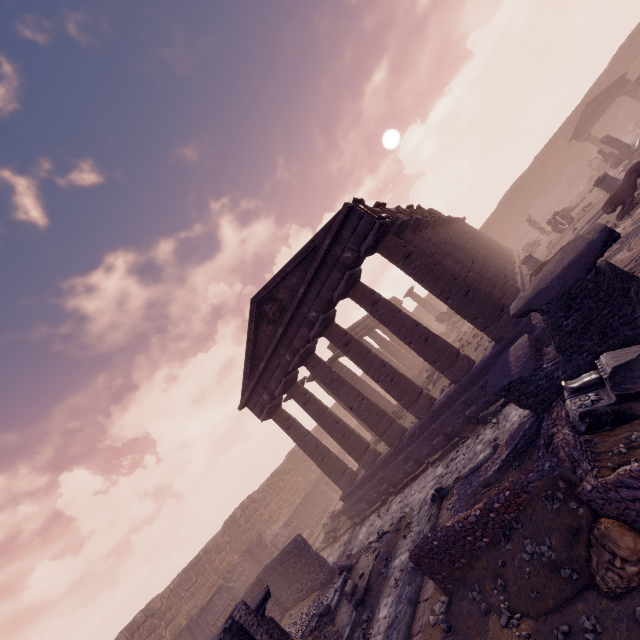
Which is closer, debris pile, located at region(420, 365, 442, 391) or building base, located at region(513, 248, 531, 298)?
building base, located at region(513, 248, 531, 298)

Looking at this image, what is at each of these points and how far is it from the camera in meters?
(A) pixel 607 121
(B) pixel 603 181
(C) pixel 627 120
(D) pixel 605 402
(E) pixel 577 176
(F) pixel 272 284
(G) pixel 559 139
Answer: (A) wall arch, 29.5
(B) column base, 14.7
(C) building debris, 27.7
(D) building debris, 4.3
(E) building debris, 30.0
(F) pediment, 13.5
(G) wall arch, 31.5

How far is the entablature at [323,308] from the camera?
11.24m

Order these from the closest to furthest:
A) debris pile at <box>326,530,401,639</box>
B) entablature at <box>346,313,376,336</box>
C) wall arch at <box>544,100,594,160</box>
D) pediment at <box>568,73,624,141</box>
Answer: debris pile at <box>326,530,401,639</box>
pediment at <box>568,73,624,141</box>
entablature at <box>346,313,376,336</box>
wall arch at <box>544,100,594,160</box>

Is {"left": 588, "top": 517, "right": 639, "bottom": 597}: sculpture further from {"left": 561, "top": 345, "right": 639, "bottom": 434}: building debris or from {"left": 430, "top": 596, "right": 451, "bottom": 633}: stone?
{"left": 430, "top": 596, "right": 451, "bottom": 633}: stone

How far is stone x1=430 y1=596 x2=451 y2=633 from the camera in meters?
5.1

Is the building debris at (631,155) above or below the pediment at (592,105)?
below

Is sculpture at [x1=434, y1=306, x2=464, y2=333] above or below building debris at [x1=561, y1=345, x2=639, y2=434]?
above
